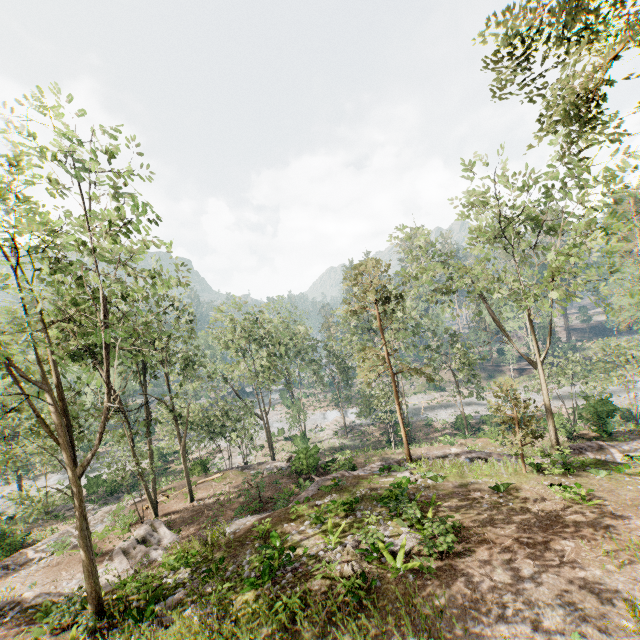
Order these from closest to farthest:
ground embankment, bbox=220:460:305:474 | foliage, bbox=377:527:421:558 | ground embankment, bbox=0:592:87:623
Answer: foliage, bbox=377:527:421:558 → ground embankment, bbox=0:592:87:623 → ground embankment, bbox=220:460:305:474

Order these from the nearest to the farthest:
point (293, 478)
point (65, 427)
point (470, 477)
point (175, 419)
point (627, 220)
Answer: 1. point (627, 220)
2. point (65, 427)
3. point (470, 477)
4. point (175, 419)
5. point (293, 478)

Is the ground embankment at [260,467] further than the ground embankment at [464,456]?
Yes

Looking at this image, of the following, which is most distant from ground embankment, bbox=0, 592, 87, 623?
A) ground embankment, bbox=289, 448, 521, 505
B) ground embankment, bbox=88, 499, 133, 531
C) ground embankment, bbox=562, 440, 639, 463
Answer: ground embankment, bbox=562, 440, 639, 463

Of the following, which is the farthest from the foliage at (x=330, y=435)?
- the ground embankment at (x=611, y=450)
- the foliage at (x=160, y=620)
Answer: the foliage at (x=160, y=620)

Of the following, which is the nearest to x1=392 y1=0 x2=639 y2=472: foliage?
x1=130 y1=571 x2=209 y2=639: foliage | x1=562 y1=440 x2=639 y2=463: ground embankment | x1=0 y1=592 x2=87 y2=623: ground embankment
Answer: x1=0 y1=592 x2=87 y2=623: ground embankment

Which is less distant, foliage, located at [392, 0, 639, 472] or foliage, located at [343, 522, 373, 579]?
foliage, located at [392, 0, 639, 472]

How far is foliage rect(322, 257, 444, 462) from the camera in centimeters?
2141cm
